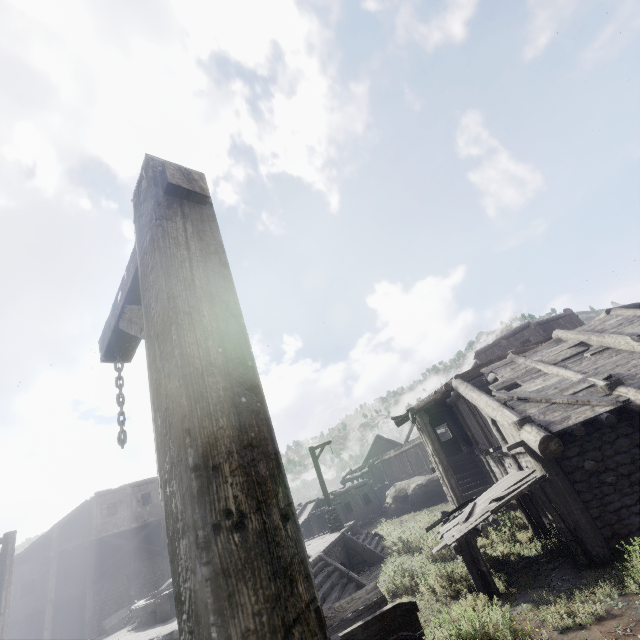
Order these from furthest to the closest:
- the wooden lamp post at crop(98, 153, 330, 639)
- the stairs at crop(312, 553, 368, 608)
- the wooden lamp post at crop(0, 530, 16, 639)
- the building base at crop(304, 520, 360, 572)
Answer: the building base at crop(304, 520, 360, 572) → the wooden lamp post at crop(0, 530, 16, 639) → the stairs at crop(312, 553, 368, 608) → the wooden lamp post at crop(98, 153, 330, 639)

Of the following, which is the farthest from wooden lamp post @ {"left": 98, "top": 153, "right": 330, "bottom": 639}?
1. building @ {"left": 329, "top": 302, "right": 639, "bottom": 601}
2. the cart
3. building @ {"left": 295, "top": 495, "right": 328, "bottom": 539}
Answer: building @ {"left": 295, "top": 495, "right": 328, "bottom": 539}

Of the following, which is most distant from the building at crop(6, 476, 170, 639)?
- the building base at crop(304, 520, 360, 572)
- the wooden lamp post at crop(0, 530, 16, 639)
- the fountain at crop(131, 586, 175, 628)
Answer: the fountain at crop(131, 586, 175, 628)

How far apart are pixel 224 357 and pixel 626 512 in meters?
10.7 m

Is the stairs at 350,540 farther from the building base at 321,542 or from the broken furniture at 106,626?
the broken furniture at 106,626

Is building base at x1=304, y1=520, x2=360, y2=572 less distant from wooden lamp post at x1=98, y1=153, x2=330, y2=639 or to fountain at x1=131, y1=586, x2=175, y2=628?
fountain at x1=131, y1=586, x2=175, y2=628

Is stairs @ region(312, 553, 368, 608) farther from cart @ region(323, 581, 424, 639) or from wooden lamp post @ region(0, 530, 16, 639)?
wooden lamp post @ region(0, 530, 16, 639)

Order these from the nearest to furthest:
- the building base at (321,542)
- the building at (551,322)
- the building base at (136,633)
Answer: the building at (551,322), the building base at (136,633), the building base at (321,542)
